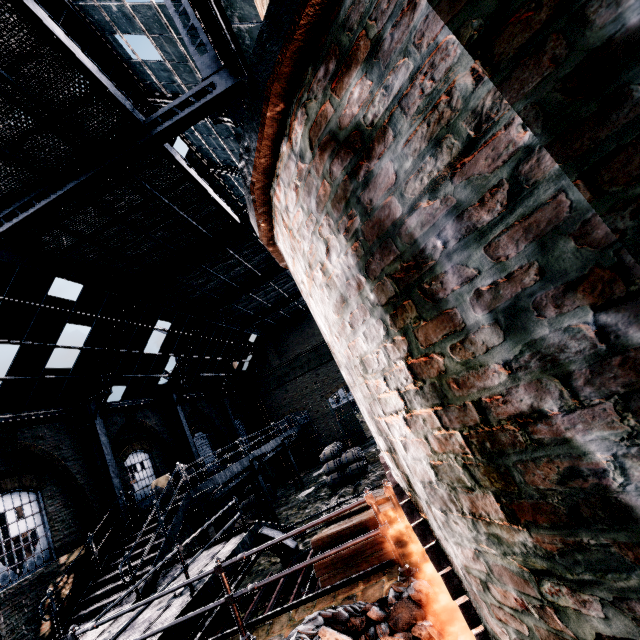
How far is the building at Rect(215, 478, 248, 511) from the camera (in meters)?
20.88

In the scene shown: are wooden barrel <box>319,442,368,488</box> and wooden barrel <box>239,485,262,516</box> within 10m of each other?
yes

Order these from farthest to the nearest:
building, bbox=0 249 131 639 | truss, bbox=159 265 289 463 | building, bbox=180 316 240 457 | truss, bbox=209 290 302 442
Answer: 1. truss, bbox=209 290 302 442
2. building, bbox=180 316 240 457
3. truss, bbox=159 265 289 463
4. building, bbox=0 249 131 639

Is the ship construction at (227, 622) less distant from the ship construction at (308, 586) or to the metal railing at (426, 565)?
the ship construction at (308, 586)

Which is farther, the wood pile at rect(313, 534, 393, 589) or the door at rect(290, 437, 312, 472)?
the door at rect(290, 437, 312, 472)

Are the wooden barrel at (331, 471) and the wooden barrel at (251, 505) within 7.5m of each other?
yes

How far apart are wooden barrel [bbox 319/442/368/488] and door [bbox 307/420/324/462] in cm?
1036

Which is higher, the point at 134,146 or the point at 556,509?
the point at 134,146
